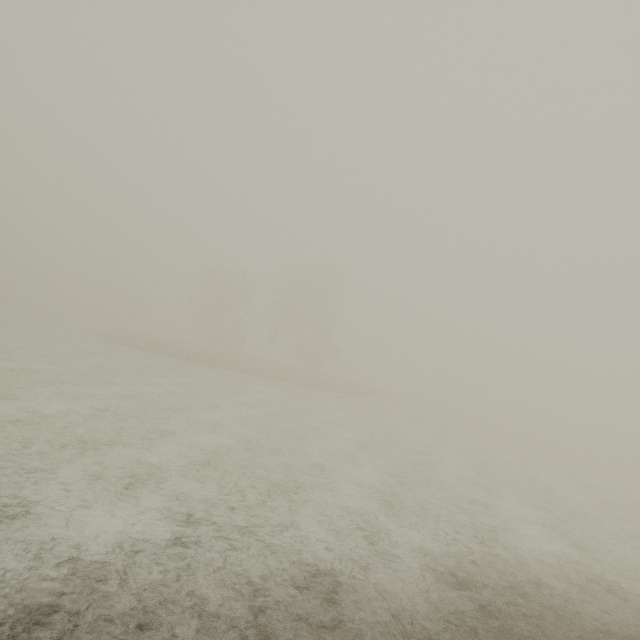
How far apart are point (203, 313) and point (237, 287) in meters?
6.5 m
